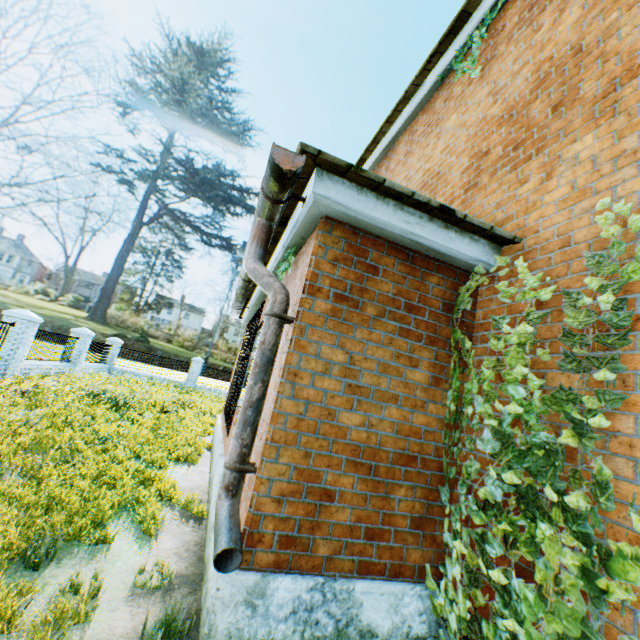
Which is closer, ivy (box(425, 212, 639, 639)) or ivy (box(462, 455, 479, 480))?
ivy (box(425, 212, 639, 639))

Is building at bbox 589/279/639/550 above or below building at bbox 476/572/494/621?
above

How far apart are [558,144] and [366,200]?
2.03m

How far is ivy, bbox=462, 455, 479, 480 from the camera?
2.6 meters

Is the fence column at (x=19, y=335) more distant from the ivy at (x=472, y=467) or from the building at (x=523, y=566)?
the ivy at (x=472, y=467)

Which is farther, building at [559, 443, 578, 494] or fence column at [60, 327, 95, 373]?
fence column at [60, 327, 95, 373]

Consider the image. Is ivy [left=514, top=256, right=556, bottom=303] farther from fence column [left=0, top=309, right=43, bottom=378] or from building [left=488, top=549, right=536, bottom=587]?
fence column [left=0, top=309, right=43, bottom=378]
